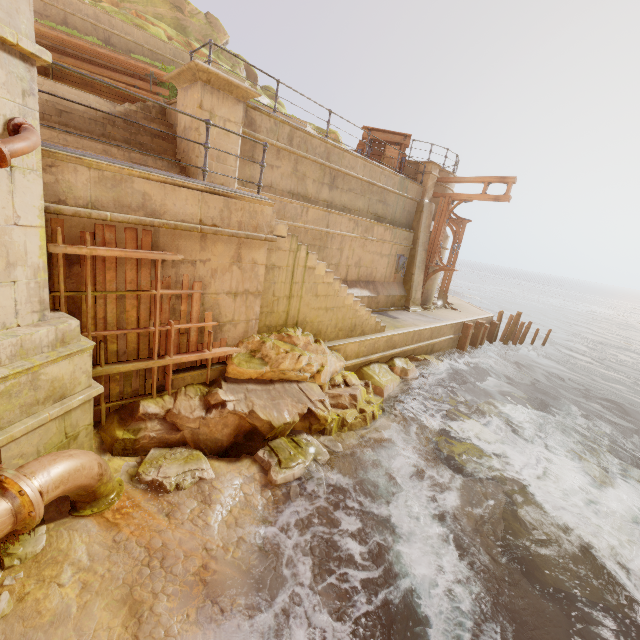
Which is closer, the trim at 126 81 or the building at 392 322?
the building at 392 322

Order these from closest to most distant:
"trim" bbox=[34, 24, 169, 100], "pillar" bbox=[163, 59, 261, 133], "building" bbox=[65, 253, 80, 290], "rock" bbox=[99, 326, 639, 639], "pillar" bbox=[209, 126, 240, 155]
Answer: "building" bbox=[65, 253, 80, 290] → "rock" bbox=[99, 326, 639, 639] → "pillar" bbox=[163, 59, 261, 133] → "pillar" bbox=[209, 126, 240, 155] → "trim" bbox=[34, 24, 169, 100]

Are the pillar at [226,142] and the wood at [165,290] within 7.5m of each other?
yes

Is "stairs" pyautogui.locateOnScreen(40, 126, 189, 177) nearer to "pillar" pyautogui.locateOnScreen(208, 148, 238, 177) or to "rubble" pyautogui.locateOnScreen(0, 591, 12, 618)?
"pillar" pyautogui.locateOnScreen(208, 148, 238, 177)

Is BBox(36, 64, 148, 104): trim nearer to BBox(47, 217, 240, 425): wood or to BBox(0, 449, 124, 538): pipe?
BBox(47, 217, 240, 425): wood

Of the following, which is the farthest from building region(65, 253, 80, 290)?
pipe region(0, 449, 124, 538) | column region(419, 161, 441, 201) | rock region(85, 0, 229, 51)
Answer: column region(419, 161, 441, 201)

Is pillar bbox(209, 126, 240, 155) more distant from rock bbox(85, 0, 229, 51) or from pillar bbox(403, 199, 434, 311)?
rock bbox(85, 0, 229, 51)

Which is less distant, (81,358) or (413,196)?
(81,358)
